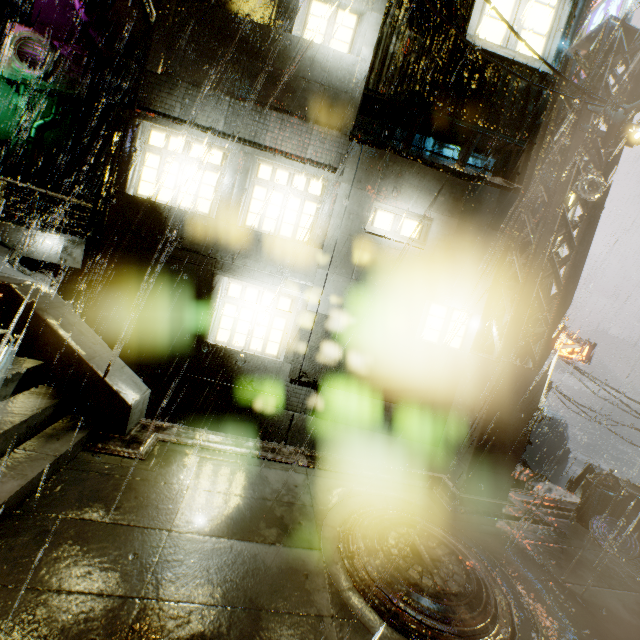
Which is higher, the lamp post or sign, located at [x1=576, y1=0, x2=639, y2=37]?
sign, located at [x1=576, y1=0, x2=639, y2=37]

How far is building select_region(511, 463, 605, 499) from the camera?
8.7m

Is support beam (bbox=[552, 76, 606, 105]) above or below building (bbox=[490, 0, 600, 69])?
below

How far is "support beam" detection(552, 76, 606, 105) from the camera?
6.31m

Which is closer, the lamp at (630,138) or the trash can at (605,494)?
the lamp at (630,138)

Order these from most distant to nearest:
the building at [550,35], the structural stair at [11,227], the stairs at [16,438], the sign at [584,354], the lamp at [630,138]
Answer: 1. the sign at [584,354]
2. the structural stair at [11,227]
3. the building at [550,35]
4. the lamp at [630,138]
5. the stairs at [16,438]

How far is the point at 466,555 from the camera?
4.91m
